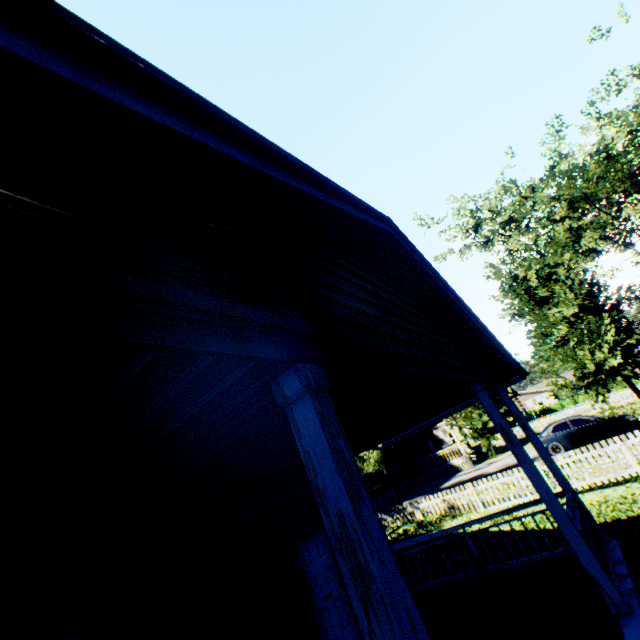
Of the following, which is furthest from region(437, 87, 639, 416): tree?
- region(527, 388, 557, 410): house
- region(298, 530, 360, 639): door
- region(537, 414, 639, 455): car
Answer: region(298, 530, 360, 639): door

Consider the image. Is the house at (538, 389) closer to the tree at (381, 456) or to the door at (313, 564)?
the tree at (381, 456)

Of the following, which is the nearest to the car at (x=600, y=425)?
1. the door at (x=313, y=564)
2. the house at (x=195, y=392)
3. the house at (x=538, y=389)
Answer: the house at (x=538, y=389)

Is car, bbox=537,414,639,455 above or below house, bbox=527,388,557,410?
below

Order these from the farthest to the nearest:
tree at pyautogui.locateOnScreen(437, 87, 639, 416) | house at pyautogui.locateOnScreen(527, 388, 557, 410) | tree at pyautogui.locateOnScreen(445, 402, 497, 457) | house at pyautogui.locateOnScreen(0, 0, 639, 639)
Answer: house at pyautogui.locateOnScreen(527, 388, 557, 410) → tree at pyautogui.locateOnScreen(445, 402, 497, 457) → tree at pyautogui.locateOnScreen(437, 87, 639, 416) → house at pyautogui.locateOnScreen(0, 0, 639, 639)

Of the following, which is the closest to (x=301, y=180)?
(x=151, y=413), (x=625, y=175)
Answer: (x=151, y=413)

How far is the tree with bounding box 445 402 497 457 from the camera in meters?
14.3 m

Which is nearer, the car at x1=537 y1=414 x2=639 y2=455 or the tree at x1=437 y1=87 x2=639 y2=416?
the tree at x1=437 y1=87 x2=639 y2=416
